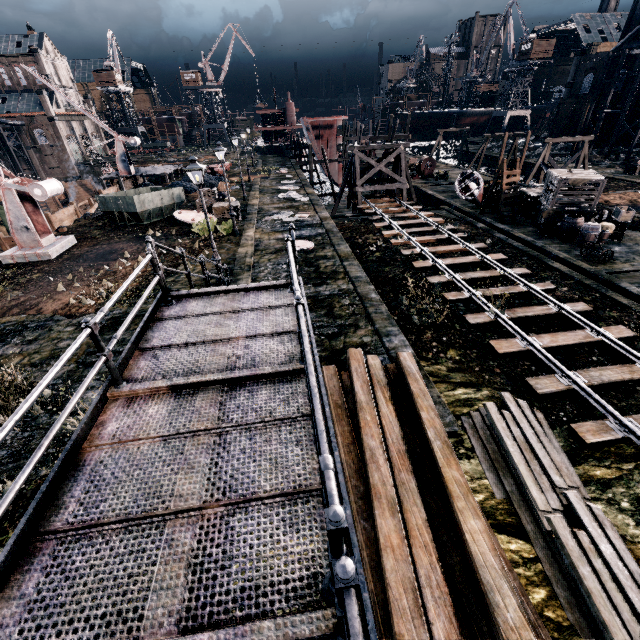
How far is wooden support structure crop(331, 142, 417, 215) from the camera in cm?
3009

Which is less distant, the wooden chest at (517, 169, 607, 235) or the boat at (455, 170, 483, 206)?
the wooden chest at (517, 169, 607, 235)

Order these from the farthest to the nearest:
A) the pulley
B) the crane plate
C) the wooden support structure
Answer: the pulley → the wooden support structure → the crane plate

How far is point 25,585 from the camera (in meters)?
2.83

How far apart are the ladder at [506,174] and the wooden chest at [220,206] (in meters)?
19.68

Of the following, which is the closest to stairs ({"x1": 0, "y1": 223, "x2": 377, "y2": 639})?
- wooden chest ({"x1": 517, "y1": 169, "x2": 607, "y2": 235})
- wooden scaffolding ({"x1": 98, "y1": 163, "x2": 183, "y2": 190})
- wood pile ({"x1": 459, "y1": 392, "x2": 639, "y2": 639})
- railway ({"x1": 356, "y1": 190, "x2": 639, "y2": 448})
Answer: wood pile ({"x1": 459, "y1": 392, "x2": 639, "y2": 639})

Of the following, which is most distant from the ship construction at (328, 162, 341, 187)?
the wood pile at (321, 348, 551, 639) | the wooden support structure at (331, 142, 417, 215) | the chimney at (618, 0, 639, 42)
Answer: the chimney at (618, 0, 639, 42)

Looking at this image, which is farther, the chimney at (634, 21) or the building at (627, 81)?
the chimney at (634, 21)
